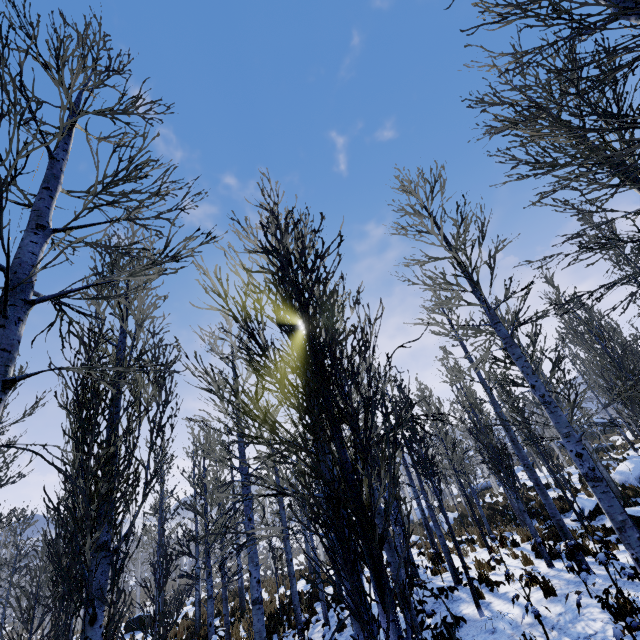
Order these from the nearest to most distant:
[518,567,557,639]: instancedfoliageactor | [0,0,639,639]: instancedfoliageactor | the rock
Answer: [0,0,639,639]: instancedfoliageactor → [518,567,557,639]: instancedfoliageactor → the rock

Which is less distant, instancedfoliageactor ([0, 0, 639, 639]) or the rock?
instancedfoliageactor ([0, 0, 639, 639])

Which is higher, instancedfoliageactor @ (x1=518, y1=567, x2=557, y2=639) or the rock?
the rock

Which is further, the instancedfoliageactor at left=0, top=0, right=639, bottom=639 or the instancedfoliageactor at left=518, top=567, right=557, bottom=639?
the instancedfoliageactor at left=518, top=567, right=557, bottom=639

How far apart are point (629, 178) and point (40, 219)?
5.2m

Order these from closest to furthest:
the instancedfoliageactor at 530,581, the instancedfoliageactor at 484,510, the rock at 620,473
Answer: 1. the instancedfoliageactor at 484,510
2. the instancedfoliageactor at 530,581
3. the rock at 620,473

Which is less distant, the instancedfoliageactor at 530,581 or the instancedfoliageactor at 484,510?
the instancedfoliageactor at 484,510
